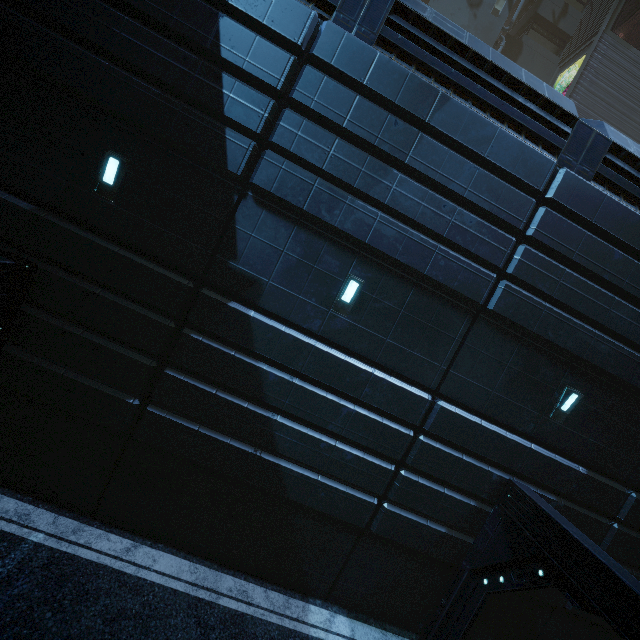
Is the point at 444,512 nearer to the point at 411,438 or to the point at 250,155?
the point at 411,438
